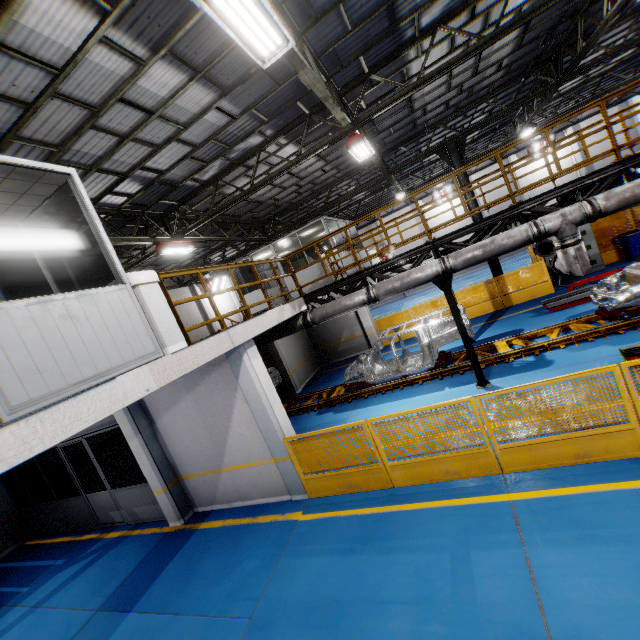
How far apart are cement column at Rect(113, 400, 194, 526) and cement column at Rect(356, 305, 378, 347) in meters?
10.9

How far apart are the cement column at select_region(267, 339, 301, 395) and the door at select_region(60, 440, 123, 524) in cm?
769

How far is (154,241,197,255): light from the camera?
11.6m

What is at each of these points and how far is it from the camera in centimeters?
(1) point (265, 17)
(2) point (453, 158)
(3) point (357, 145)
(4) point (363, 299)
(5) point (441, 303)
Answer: (1) light, 416cm
(2) metal pole, 1493cm
(3) light, 951cm
(4) vent pipe, 868cm
(5) metal panel, 1574cm

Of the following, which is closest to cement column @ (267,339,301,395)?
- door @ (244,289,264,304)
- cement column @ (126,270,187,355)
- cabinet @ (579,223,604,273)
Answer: door @ (244,289,264,304)

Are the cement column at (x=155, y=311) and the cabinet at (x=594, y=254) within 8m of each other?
no

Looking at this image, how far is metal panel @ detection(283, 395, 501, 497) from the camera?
5.65m

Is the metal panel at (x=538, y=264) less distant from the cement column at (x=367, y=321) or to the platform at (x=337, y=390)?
the cement column at (x=367, y=321)
